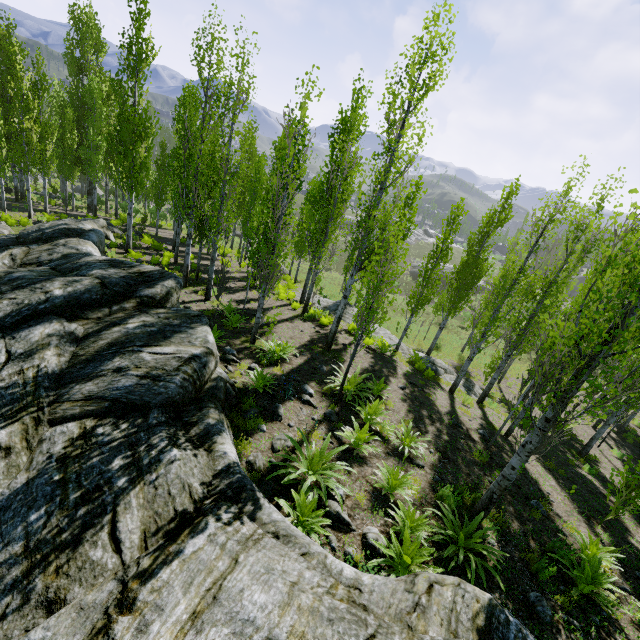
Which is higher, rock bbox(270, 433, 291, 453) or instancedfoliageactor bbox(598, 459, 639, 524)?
instancedfoliageactor bbox(598, 459, 639, 524)

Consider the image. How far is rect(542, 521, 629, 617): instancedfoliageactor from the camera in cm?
560

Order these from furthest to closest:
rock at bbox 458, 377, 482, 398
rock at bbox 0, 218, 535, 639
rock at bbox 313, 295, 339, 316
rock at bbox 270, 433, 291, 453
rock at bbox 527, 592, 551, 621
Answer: rock at bbox 313, 295, 339, 316, rock at bbox 458, 377, 482, 398, rock at bbox 270, 433, 291, 453, rock at bbox 527, 592, 551, 621, rock at bbox 0, 218, 535, 639

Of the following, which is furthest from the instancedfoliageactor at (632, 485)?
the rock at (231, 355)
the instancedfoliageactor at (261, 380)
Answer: the rock at (231, 355)

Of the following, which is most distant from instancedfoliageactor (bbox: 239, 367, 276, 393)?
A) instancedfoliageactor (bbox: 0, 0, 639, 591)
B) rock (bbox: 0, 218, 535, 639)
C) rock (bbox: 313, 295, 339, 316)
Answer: rock (bbox: 313, 295, 339, 316)

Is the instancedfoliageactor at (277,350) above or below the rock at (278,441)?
below

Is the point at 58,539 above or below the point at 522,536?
above
